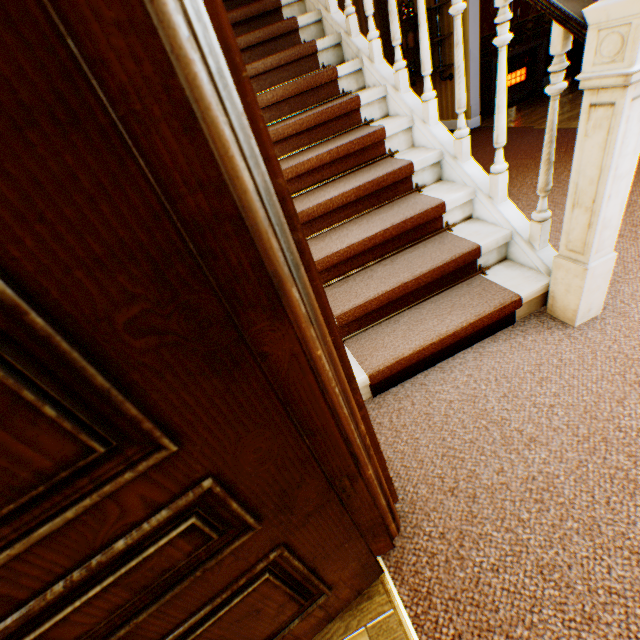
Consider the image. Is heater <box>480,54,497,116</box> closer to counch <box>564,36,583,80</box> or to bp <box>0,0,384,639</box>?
counch <box>564,36,583,80</box>

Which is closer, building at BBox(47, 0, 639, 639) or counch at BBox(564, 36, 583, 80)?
building at BBox(47, 0, 639, 639)

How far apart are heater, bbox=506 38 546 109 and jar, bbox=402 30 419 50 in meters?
1.1

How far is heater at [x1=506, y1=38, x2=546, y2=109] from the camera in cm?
587

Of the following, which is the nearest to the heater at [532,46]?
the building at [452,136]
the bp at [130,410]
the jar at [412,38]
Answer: the building at [452,136]

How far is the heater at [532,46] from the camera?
5.87m

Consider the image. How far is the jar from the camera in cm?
590

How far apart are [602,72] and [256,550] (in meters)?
2.10
